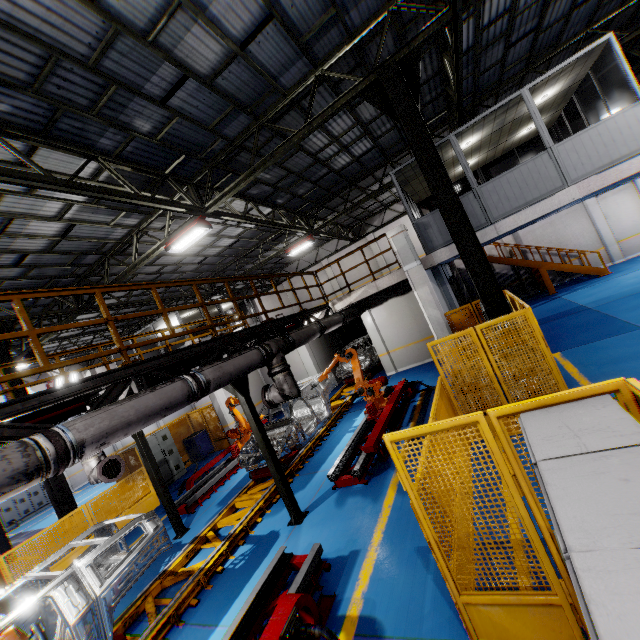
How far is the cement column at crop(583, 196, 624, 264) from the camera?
17.5 meters

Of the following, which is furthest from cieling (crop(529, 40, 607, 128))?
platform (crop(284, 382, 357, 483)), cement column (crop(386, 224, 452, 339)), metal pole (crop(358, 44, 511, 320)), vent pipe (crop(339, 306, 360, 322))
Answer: platform (crop(284, 382, 357, 483))

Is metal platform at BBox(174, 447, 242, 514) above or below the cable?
below

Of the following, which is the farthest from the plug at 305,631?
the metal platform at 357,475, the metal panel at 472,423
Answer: the metal platform at 357,475

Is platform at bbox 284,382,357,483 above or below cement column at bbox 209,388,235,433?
below

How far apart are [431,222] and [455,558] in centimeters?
928cm

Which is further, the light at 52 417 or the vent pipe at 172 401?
the light at 52 417

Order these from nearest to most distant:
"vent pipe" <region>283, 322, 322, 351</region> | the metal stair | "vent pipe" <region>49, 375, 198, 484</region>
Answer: "vent pipe" <region>49, 375, 198, 484</region>
"vent pipe" <region>283, 322, 322, 351</region>
the metal stair
